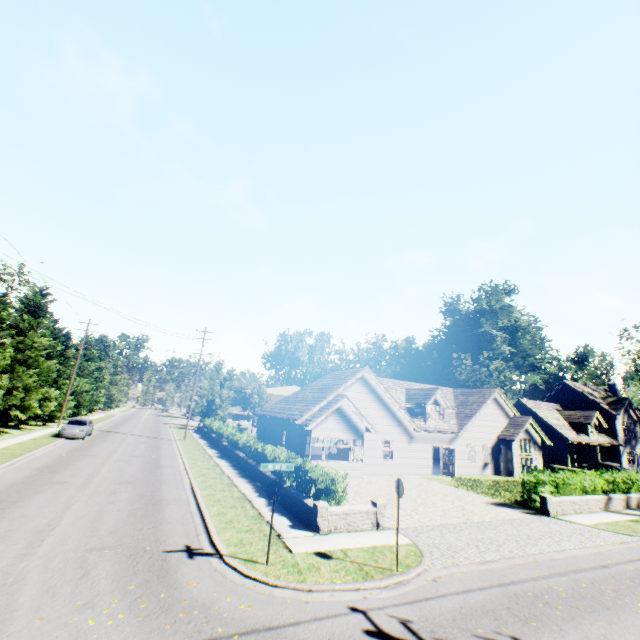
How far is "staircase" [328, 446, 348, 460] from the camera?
25.8 meters

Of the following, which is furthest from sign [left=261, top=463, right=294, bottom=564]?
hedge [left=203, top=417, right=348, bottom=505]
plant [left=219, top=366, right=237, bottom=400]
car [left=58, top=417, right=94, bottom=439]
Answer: plant [left=219, top=366, right=237, bottom=400]

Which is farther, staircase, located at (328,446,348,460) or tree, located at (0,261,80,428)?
staircase, located at (328,446,348,460)

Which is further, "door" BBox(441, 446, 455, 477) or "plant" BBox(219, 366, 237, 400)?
"plant" BBox(219, 366, 237, 400)

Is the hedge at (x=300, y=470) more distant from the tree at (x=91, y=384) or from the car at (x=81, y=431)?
the car at (x=81, y=431)

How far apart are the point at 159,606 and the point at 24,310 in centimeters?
3029cm

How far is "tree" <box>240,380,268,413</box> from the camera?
48.4m

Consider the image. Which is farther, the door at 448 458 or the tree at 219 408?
the tree at 219 408
